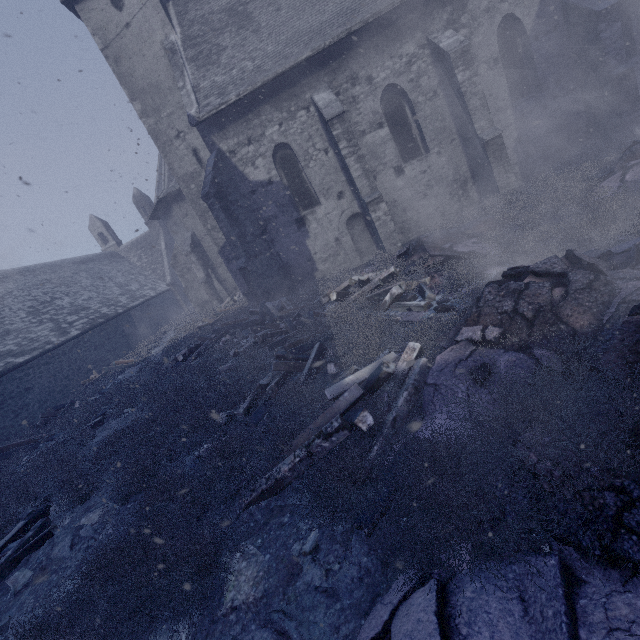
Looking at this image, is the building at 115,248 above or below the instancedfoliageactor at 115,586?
above

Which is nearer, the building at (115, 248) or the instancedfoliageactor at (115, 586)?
the instancedfoliageactor at (115, 586)

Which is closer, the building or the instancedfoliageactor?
the instancedfoliageactor

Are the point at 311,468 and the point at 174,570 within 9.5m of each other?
yes

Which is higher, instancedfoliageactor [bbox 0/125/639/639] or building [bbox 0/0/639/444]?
building [bbox 0/0/639/444]
